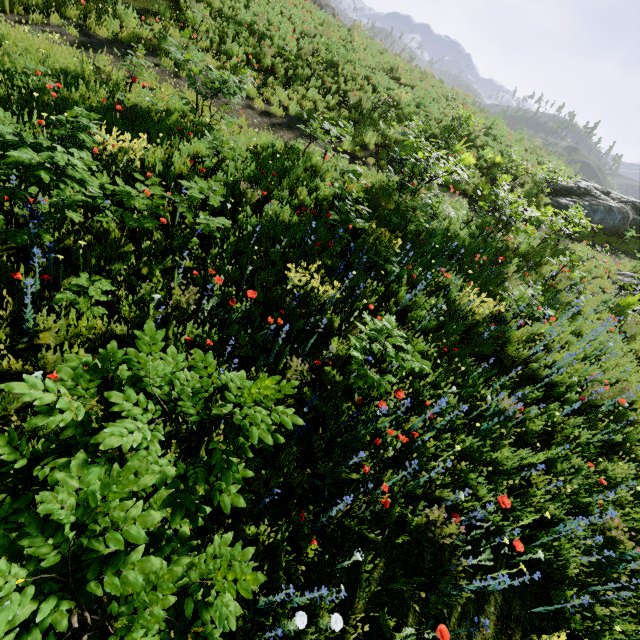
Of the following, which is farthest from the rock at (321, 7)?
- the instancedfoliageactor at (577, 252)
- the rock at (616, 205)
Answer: the rock at (616, 205)

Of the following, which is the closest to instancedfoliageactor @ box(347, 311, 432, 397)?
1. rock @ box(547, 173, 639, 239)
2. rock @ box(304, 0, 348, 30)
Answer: rock @ box(304, 0, 348, 30)

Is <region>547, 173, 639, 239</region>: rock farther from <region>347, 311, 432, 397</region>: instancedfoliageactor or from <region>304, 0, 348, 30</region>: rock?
<region>304, 0, 348, 30</region>: rock

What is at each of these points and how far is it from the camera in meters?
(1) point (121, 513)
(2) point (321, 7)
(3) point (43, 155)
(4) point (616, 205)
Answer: (1) instancedfoliageactor, 1.4 m
(2) rock, 31.7 m
(3) instancedfoliageactor, 2.9 m
(4) rock, 15.5 m

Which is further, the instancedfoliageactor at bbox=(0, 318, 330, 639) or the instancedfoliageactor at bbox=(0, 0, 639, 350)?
the instancedfoliageactor at bbox=(0, 0, 639, 350)

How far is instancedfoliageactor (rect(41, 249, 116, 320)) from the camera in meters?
3.3 m
